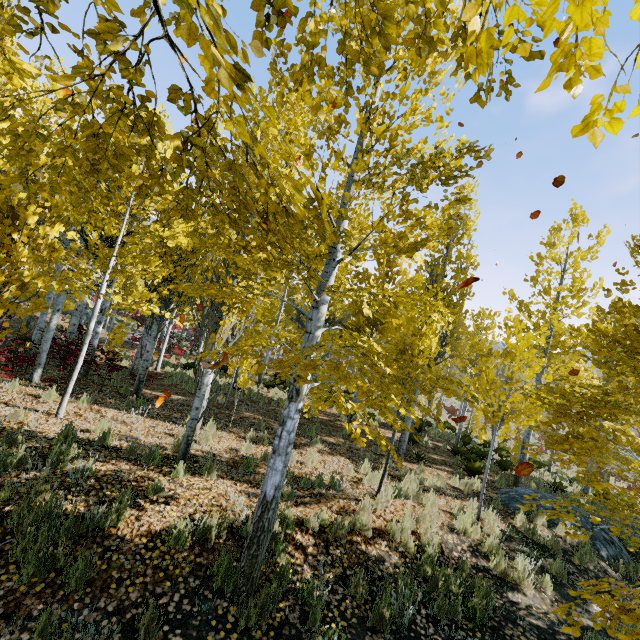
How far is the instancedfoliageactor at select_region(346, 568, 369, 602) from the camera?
4.5m

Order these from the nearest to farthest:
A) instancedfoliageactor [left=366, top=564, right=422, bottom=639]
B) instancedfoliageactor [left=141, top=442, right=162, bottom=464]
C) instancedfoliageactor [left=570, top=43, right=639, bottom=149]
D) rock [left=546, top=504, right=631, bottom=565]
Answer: instancedfoliageactor [left=570, top=43, right=639, bottom=149], instancedfoliageactor [left=366, top=564, right=422, bottom=639], instancedfoliageactor [left=141, top=442, right=162, bottom=464], rock [left=546, top=504, right=631, bottom=565]

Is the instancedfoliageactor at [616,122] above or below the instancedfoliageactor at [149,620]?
above

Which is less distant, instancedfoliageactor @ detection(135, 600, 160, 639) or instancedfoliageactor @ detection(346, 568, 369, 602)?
instancedfoliageactor @ detection(135, 600, 160, 639)

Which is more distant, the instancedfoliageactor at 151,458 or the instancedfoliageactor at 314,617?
the instancedfoliageactor at 151,458

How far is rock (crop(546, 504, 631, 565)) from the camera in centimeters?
814cm

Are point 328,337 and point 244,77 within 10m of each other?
no
